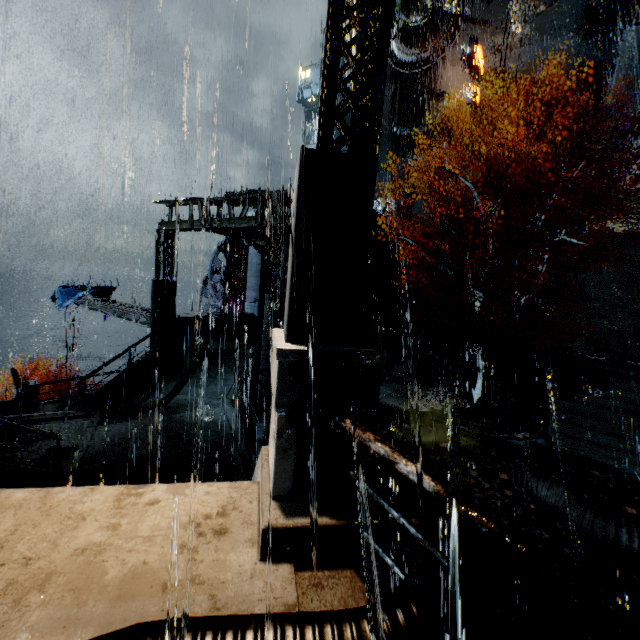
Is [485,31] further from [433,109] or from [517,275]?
[517,275]

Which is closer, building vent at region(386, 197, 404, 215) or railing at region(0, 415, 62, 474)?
railing at region(0, 415, 62, 474)

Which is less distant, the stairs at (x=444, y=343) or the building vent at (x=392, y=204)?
the stairs at (x=444, y=343)

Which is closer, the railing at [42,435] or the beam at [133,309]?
the railing at [42,435]

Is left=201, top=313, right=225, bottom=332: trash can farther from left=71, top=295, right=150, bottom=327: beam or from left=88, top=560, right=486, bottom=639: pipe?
left=88, top=560, right=486, bottom=639: pipe

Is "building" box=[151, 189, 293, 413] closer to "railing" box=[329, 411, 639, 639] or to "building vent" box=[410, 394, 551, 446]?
"railing" box=[329, 411, 639, 639]

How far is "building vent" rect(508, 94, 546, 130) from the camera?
28.8 meters

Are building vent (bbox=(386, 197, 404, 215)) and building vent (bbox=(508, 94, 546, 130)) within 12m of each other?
yes
